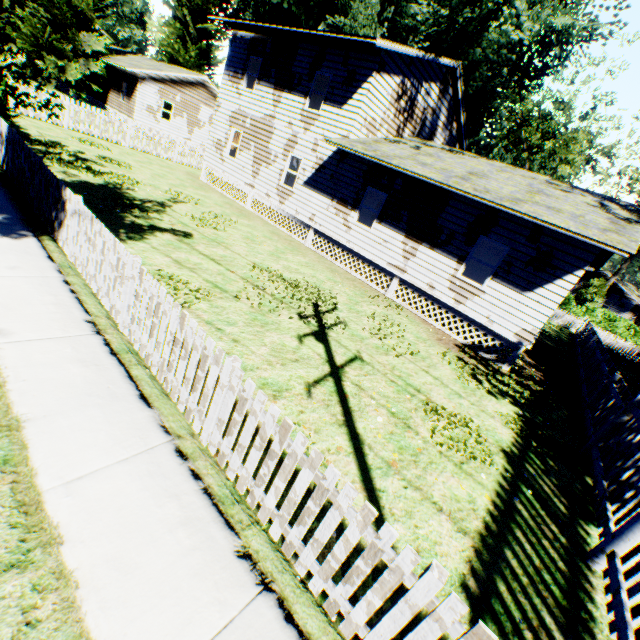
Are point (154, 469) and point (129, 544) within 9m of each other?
yes

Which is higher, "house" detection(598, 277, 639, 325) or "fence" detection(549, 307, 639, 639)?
"house" detection(598, 277, 639, 325)

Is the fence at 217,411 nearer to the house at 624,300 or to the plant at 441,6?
the plant at 441,6

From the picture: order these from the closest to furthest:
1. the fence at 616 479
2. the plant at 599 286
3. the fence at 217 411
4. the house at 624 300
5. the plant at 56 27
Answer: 1. the fence at 217 411
2. the fence at 616 479
3. the plant at 56 27
4. the plant at 599 286
5. the house at 624 300

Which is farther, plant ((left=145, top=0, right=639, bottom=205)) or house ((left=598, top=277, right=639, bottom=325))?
house ((left=598, top=277, right=639, bottom=325))

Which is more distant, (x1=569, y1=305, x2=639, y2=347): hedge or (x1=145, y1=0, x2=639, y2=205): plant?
(x1=569, y1=305, x2=639, y2=347): hedge

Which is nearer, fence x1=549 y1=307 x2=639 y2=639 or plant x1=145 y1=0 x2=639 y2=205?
fence x1=549 y1=307 x2=639 y2=639
